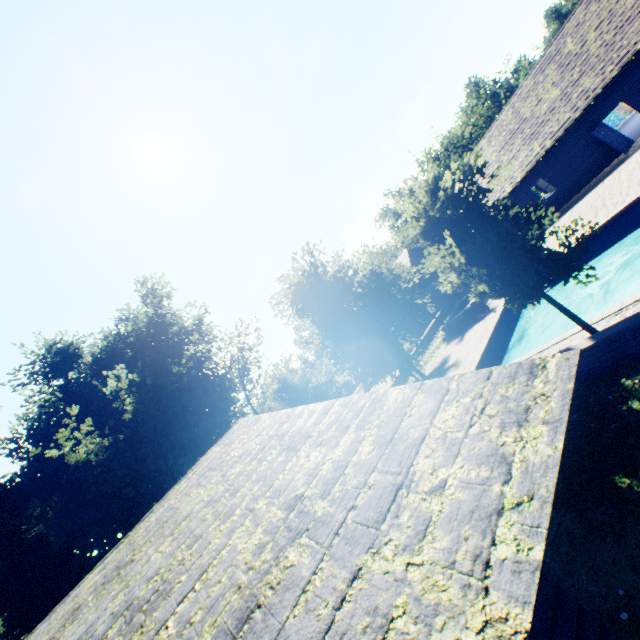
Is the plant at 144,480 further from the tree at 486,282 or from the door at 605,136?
the door at 605,136

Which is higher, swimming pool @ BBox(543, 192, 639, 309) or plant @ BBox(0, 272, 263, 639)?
plant @ BBox(0, 272, 263, 639)

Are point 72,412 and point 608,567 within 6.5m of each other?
no

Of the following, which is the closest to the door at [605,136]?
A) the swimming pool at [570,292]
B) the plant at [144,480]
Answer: the swimming pool at [570,292]

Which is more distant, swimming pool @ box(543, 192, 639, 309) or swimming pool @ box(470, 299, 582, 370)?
swimming pool @ box(543, 192, 639, 309)

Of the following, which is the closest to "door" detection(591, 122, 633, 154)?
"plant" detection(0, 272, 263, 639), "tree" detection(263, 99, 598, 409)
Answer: "tree" detection(263, 99, 598, 409)

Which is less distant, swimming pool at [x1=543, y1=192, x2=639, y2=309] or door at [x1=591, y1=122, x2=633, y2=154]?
swimming pool at [x1=543, y1=192, x2=639, y2=309]

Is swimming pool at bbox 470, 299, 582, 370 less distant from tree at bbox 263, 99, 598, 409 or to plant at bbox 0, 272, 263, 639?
tree at bbox 263, 99, 598, 409
